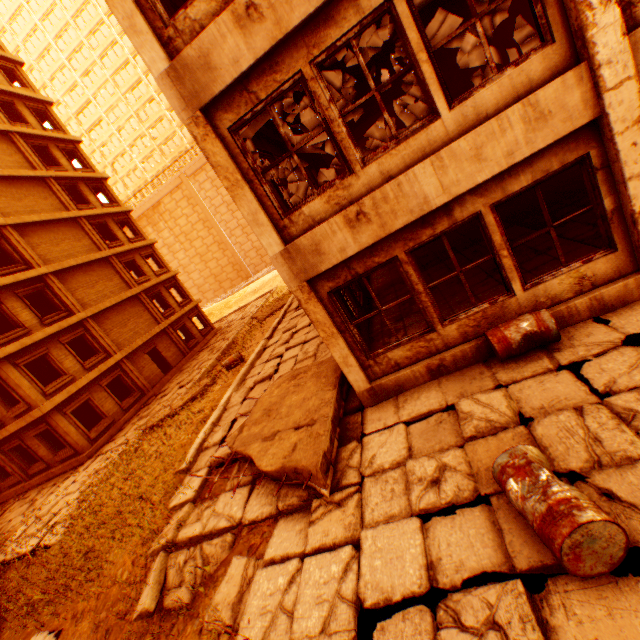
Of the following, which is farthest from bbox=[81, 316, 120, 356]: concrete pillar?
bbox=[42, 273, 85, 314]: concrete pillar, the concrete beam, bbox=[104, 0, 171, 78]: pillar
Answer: bbox=[104, 0, 171, 78]: pillar

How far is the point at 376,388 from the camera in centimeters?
623cm

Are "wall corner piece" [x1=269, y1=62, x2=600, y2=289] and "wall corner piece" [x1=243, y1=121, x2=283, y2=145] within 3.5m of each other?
yes

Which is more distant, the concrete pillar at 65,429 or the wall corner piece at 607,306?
the concrete pillar at 65,429

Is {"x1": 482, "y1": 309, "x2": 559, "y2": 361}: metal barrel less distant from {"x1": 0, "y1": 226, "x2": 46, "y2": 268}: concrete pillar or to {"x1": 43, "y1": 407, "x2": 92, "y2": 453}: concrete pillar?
{"x1": 43, "y1": 407, "x2": 92, "y2": 453}: concrete pillar

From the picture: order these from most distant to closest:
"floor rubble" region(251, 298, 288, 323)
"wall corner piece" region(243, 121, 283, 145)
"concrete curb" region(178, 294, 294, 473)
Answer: "floor rubble" region(251, 298, 288, 323)
"concrete curb" region(178, 294, 294, 473)
"wall corner piece" region(243, 121, 283, 145)

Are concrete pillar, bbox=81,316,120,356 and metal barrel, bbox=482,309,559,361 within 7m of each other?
no

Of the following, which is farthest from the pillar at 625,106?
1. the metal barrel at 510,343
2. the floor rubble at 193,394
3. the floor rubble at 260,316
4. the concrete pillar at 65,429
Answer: the floor rubble at 260,316
